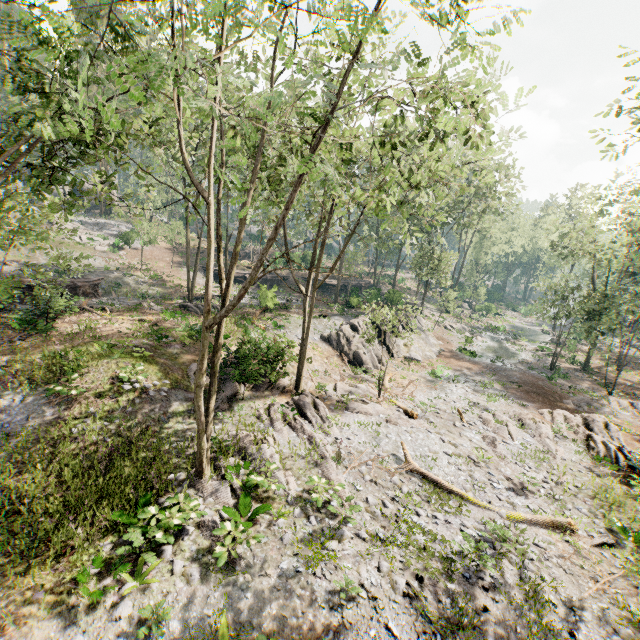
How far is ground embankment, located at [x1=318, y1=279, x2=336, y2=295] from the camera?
45.14m

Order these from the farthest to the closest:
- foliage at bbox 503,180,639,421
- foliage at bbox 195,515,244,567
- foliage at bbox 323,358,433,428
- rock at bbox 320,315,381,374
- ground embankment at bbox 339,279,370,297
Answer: ground embankment at bbox 339,279,370,297 → foliage at bbox 503,180,639,421 → rock at bbox 320,315,381,374 → foliage at bbox 323,358,433,428 → foliage at bbox 195,515,244,567

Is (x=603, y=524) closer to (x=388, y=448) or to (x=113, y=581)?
(x=388, y=448)

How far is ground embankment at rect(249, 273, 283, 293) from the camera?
26.23m

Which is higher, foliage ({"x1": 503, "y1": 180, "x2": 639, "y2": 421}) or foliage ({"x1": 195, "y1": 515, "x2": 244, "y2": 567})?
foliage ({"x1": 503, "y1": 180, "x2": 639, "y2": 421})

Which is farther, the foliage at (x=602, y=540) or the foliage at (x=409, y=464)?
the foliage at (x=409, y=464)

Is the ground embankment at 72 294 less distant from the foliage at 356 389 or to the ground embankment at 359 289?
the foliage at 356 389
